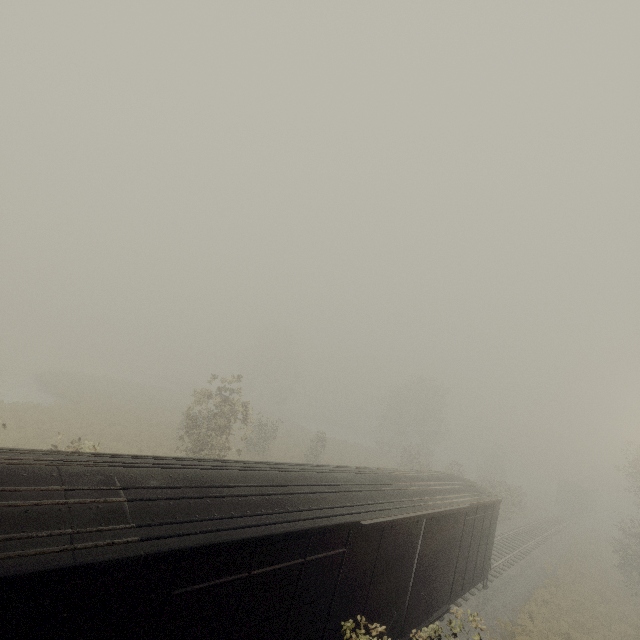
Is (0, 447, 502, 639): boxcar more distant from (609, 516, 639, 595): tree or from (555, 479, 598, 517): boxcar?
(555, 479, 598, 517): boxcar

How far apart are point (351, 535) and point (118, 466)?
5.0m

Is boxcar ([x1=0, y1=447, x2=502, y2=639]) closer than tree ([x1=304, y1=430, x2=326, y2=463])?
Yes

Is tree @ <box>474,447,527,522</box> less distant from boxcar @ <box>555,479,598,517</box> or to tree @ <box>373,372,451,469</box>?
tree @ <box>373,372,451,469</box>

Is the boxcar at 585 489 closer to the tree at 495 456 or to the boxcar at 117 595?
the tree at 495 456

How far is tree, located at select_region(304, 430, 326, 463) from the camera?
33.1m

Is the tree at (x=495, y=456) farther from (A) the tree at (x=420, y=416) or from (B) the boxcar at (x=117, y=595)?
(A) the tree at (x=420, y=416)

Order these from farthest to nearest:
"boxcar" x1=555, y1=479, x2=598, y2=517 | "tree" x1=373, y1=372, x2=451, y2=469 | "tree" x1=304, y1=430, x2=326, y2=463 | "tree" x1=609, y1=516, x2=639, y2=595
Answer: "boxcar" x1=555, y1=479, x2=598, y2=517
"tree" x1=373, y1=372, x2=451, y2=469
"tree" x1=304, y1=430, x2=326, y2=463
"tree" x1=609, y1=516, x2=639, y2=595
